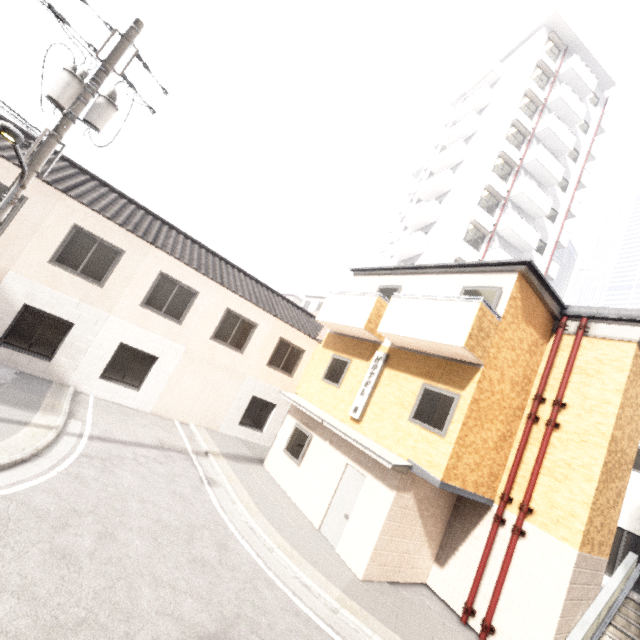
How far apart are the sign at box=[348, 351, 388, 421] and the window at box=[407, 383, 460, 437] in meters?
1.5 m

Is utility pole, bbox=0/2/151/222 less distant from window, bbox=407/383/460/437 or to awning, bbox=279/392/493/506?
awning, bbox=279/392/493/506

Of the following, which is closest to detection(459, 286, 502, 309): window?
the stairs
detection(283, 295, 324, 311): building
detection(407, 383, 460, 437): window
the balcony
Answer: the balcony

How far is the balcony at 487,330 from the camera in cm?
792

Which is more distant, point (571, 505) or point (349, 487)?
point (349, 487)

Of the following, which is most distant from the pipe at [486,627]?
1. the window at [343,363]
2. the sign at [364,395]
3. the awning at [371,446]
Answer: the window at [343,363]

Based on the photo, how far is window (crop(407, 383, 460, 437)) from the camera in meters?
8.2

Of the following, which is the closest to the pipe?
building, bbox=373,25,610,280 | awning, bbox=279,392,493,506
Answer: awning, bbox=279,392,493,506
